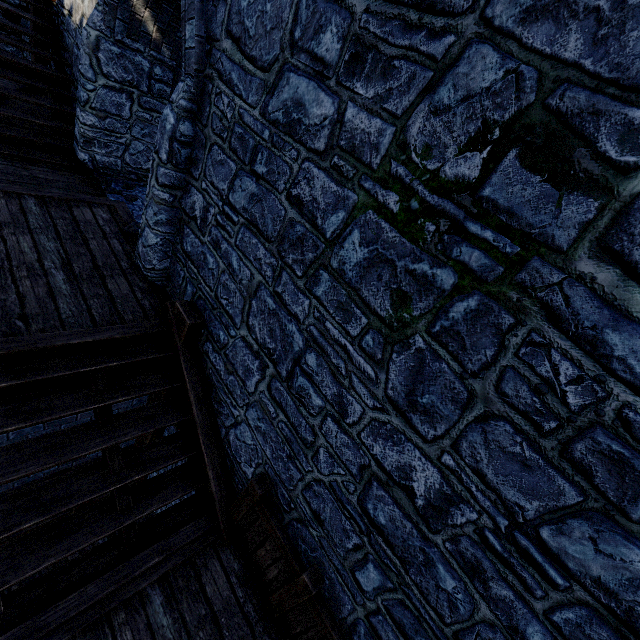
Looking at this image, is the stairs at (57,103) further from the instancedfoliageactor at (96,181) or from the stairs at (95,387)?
the stairs at (95,387)

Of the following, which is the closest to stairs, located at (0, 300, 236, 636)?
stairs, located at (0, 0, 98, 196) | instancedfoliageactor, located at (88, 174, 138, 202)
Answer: instancedfoliageactor, located at (88, 174, 138, 202)

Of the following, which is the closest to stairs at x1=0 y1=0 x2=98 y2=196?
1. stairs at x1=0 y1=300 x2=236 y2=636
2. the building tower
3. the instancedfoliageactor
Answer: the building tower

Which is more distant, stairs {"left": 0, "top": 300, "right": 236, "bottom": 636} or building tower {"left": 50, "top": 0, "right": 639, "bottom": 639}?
stairs {"left": 0, "top": 300, "right": 236, "bottom": 636}

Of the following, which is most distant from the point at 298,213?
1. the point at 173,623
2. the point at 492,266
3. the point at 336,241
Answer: the point at 173,623

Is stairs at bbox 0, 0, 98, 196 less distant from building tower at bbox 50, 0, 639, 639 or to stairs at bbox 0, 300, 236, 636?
building tower at bbox 50, 0, 639, 639

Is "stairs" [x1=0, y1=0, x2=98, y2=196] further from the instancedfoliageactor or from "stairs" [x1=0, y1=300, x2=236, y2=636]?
"stairs" [x1=0, y1=300, x2=236, y2=636]

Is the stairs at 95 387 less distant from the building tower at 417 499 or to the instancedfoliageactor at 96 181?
the building tower at 417 499
